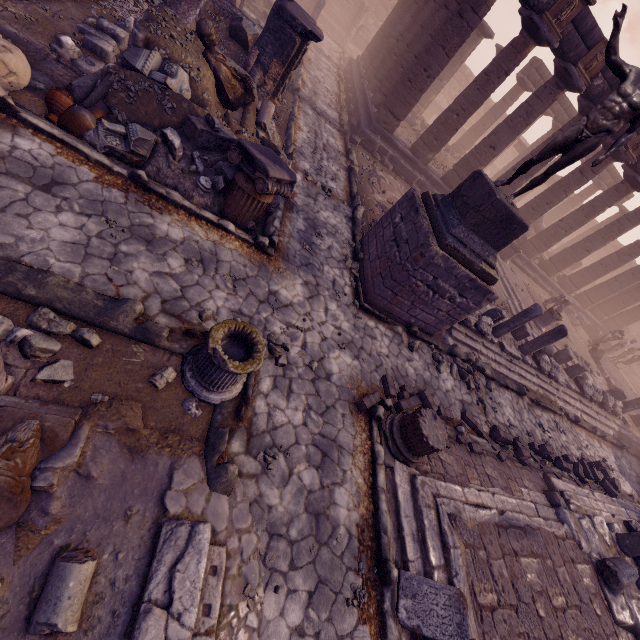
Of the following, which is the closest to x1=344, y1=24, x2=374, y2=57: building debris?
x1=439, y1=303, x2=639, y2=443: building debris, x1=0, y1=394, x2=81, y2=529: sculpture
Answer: x1=439, y1=303, x2=639, y2=443: building debris

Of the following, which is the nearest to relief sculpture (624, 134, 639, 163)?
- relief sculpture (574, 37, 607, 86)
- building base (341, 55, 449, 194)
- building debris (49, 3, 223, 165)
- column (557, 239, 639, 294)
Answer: relief sculpture (574, 37, 607, 86)

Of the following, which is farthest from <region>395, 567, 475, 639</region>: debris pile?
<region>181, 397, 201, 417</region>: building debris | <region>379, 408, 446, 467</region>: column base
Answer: <region>181, 397, 201, 417</region>: building debris

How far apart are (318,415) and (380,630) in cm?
263

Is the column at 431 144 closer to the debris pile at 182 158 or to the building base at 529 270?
the building base at 529 270

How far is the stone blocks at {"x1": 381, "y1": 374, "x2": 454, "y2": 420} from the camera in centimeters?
584cm

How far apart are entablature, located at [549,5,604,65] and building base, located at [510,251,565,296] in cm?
529

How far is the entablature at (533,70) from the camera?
19.7m
